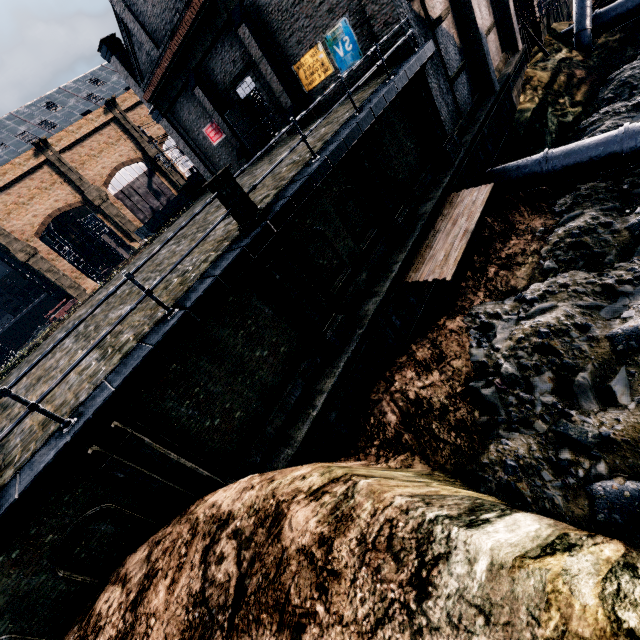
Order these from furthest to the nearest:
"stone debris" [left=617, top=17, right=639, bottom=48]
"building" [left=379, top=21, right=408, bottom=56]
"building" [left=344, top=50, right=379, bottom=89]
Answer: "stone debris" [left=617, top=17, right=639, bottom=48]
"building" [left=344, top=50, right=379, bottom=89]
"building" [left=379, top=21, right=408, bottom=56]

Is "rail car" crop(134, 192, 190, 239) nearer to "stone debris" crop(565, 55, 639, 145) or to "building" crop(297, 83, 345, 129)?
"building" crop(297, 83, 345, 129)

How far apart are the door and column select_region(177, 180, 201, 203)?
12.63m

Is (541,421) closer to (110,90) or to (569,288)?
(569,288)

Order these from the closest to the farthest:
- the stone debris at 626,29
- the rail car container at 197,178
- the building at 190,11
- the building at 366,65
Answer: the building at 366,65 → the building at 190,11 → the stone debris at 626,29 → the rail car container at 197,178

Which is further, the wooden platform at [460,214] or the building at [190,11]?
the building at [190,11]

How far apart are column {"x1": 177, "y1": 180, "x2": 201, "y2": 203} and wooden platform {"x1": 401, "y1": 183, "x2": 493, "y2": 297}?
25.4m

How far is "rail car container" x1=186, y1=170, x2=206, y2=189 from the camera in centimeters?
3316cm
